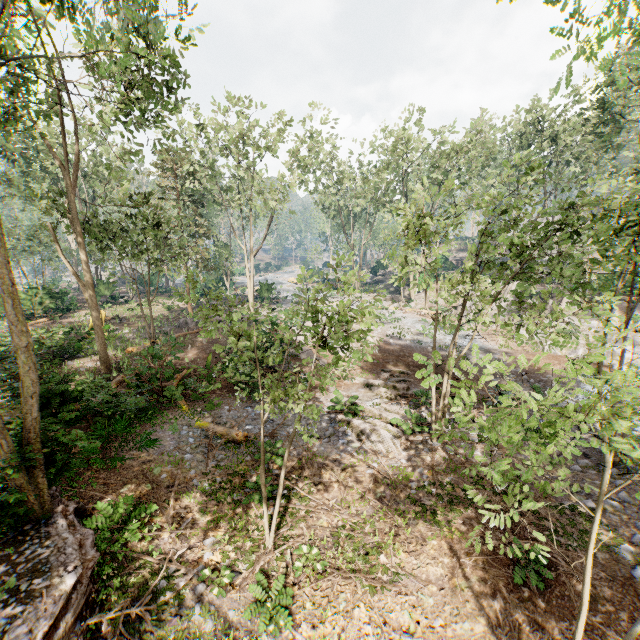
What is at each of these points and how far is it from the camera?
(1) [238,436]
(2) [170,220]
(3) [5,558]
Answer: (1) foliage, 11.98m
(2) foliage, 19.83m
(3) ground embankment, 6.14m

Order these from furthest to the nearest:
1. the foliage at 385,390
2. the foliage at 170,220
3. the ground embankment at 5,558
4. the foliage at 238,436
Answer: the foliage at 385,390, the foliage at 238,436, the ground embankment at 5,558, the foliage at 170,220

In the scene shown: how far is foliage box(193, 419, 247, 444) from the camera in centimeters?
1199cm

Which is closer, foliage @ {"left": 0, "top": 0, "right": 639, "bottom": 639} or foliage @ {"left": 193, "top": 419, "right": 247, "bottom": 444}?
foliage @ {"left": 0, "top": 0, "right": 639, "bottom": 639}

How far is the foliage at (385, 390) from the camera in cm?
1531

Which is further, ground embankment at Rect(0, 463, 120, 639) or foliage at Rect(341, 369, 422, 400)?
foliage at Rect(341, 369, 422, 400)

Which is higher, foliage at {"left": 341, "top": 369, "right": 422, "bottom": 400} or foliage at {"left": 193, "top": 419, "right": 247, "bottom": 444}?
foliage at {"left": 193, "top": 419, "right": 247, "bottom": 444}
